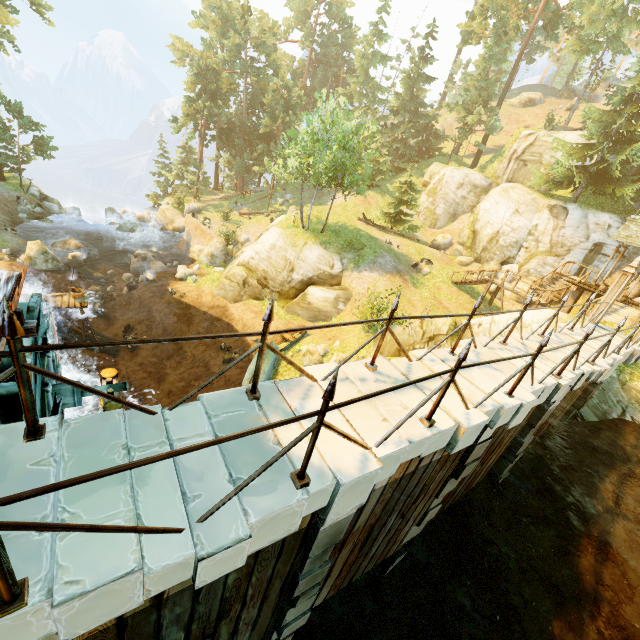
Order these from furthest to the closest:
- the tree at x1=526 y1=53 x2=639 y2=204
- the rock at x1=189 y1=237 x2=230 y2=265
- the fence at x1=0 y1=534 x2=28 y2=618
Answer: the rock at x1=189 y1=237 x2=230 y2=265 → the tree at x1=526 y1=53 x2=639 y2=204 → the fence at x1=0 y1=534 x2=28 y2=618

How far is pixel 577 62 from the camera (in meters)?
28.30

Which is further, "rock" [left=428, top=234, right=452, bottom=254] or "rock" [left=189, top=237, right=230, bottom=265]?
"rock" [left=428, top=234, right=452, bottom=254]

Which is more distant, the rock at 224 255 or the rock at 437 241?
the rock at 437 241

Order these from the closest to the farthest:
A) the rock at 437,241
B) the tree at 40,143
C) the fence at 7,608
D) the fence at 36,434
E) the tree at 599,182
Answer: the fence at 7,608 → the fence at 36,434 → the tree at 599,182 → the tree at 40,143 → the rock at 437,241

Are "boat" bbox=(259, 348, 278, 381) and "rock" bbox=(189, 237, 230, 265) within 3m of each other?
no

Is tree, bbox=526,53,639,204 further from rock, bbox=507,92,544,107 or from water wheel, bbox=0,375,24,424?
water wheel, bbox=0,375,24,424

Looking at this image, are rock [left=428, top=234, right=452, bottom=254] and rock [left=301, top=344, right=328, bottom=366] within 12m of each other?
no
